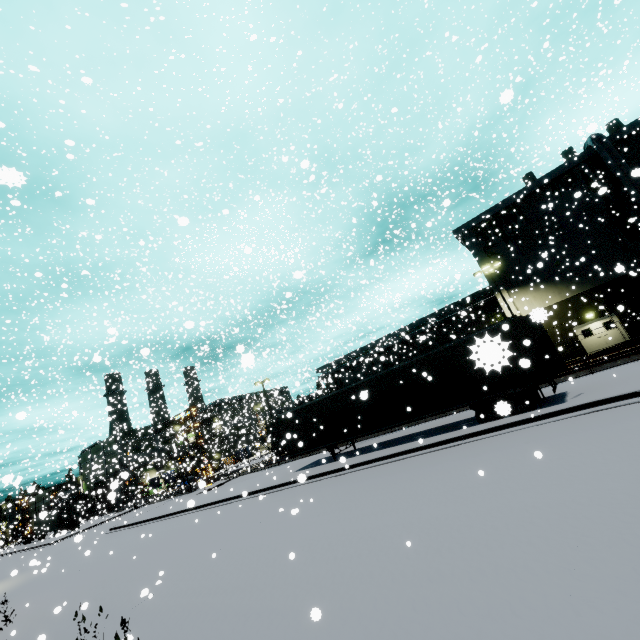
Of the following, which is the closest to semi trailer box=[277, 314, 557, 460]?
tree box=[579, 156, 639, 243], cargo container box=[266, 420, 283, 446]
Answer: cargo container box=[266, 420, 283, 446]

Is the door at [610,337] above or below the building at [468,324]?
below

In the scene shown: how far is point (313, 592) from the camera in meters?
5.7 m

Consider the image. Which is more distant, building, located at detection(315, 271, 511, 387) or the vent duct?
building, located at detection(315, 271, 511, 387)

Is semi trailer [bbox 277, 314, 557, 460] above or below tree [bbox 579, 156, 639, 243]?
below

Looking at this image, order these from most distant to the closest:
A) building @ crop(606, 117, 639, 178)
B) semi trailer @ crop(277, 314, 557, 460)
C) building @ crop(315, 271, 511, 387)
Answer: building @ crop(315, 271, 511, 387), building @ crop(606, 117, 639, 178), semi trailer @ crop(277, 314, 557, 460)

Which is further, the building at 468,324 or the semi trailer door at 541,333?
the building at 468,324

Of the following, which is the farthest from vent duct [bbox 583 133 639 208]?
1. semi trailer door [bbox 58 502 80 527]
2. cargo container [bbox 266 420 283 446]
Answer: semi trailer door [bbox 58 502 80 527]
